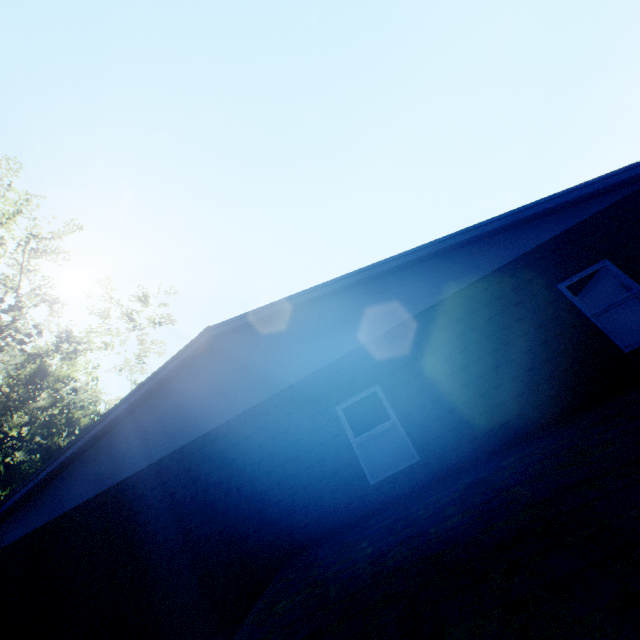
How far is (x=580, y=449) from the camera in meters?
4.1 m
